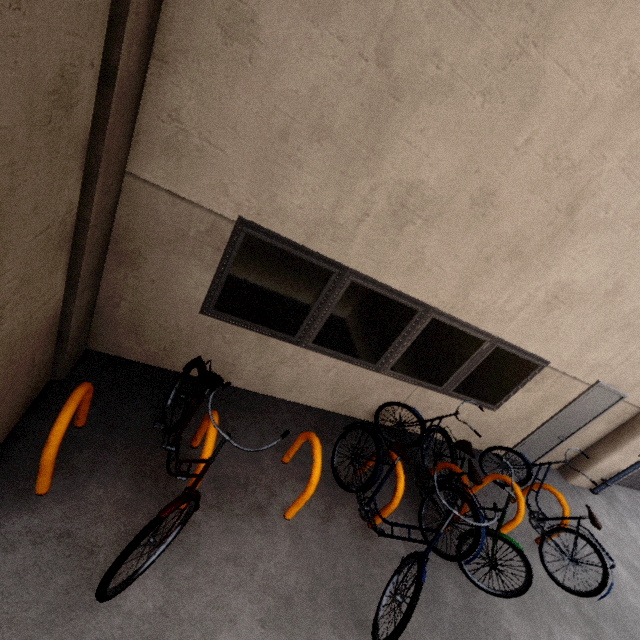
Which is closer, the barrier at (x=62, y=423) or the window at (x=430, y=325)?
the barrier at (x=62, y=423)

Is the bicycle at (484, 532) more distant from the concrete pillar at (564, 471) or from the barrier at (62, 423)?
the concrete pillar at (564, 471)

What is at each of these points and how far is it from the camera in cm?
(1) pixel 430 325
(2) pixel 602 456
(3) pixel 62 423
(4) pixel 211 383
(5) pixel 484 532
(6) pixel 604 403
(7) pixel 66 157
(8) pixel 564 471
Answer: (1) window, 399
(2) concrete pillar, 619
(3) barrier, 216
(4) bicycle, 273
(5) bicycle, 333
(6) door, 555
(7) concrete pillar, 185
(8) concrete pillar, 663

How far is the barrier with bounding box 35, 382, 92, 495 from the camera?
2.13m

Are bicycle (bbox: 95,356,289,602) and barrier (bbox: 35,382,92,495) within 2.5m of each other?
yes

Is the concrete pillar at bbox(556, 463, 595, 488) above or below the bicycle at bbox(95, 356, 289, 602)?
below

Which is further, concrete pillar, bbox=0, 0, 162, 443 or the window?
the window

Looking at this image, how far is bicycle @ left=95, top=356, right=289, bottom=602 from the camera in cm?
188
